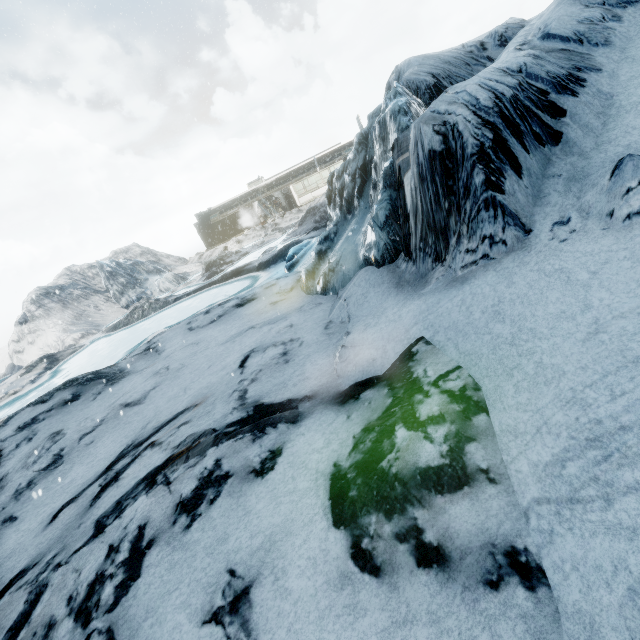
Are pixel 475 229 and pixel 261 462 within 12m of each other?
yes
